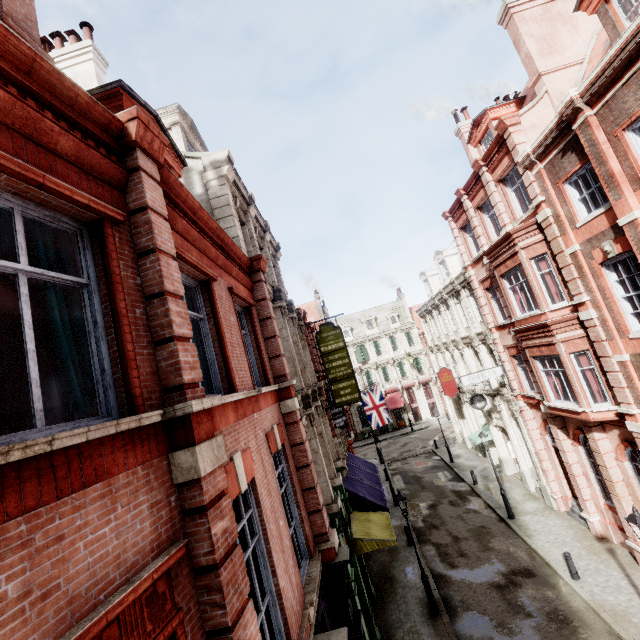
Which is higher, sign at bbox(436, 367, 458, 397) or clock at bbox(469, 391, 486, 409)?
sign at bbox(436, 367, 458, 397)

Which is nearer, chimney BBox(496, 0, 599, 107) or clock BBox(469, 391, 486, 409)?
chimney BBox(496, 0, 599, 107)

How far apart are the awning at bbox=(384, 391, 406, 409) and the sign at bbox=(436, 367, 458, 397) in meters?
18.7

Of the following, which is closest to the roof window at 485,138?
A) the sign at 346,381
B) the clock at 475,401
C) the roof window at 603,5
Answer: the roof window at 603,5

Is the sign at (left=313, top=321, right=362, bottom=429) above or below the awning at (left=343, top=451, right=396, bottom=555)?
above

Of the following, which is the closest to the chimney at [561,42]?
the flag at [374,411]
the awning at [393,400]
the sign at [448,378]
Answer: the sign at [448,378]

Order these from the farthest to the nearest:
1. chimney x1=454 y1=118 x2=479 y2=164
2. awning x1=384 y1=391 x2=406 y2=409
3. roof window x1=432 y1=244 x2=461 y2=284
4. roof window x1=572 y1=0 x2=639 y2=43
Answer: awning x1=384 y1=391 x2=406 y2=409, roof window x1=432 y1=244 x2=461 y2=284, chimney x1=454 y1=118 x2=479 y2=164, roof window x1=572 y1=0 x2=639 y2=43

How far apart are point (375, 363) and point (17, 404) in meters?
44.9
